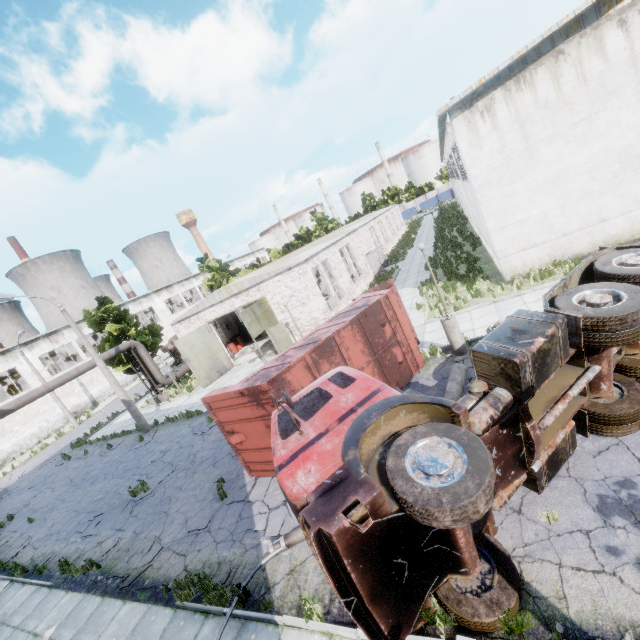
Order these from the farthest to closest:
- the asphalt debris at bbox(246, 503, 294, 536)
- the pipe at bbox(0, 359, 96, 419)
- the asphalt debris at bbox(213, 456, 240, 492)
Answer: the pipe at bbox(0, 359, 96, 419) < the asphalt debris at bbox(213, 456, 240, 492) < the asphalt debris at bbox(246, 503, 294, 536)

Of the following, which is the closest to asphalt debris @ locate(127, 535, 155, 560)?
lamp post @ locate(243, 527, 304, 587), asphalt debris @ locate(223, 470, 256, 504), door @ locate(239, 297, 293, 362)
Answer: asphalt debris @ locate(223, 470, 256, 504)

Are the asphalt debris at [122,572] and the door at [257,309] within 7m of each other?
no

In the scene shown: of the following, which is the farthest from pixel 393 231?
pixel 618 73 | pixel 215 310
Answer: pixel 618 73

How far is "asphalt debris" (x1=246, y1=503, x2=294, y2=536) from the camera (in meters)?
7.66

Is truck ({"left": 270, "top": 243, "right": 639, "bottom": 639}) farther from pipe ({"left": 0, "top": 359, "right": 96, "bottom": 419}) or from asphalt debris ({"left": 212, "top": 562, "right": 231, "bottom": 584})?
pipe ({"left": 0, "top": 359, "right": 96, "bottom": 419})

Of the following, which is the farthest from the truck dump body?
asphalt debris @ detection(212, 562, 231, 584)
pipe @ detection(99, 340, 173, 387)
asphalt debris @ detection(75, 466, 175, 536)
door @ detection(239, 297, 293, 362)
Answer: pipe @ detection(99, 340, 173, 387)

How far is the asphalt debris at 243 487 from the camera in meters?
9.5
